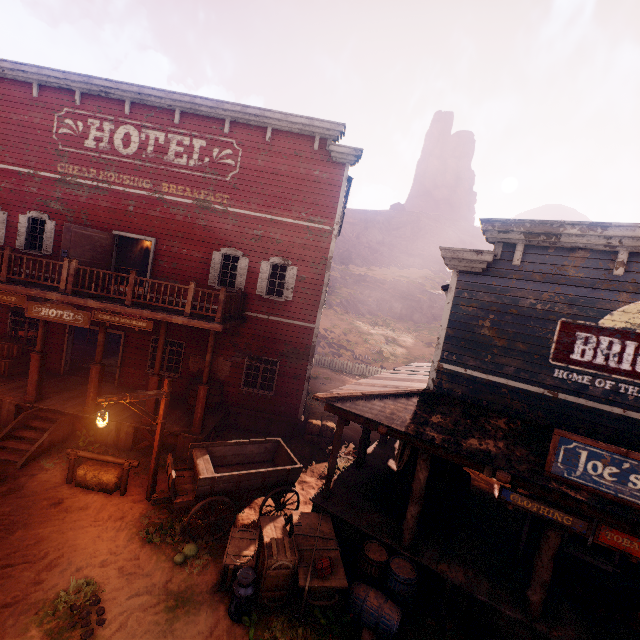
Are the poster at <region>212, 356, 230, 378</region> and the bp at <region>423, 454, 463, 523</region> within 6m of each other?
no

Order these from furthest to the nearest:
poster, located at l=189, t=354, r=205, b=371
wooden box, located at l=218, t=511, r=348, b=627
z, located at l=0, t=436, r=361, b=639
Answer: poster, located at l=189, t=354, r=205, b=371 < wooden box, located at l=218, t=511, r=348, b=627 < z, located at l=0, t=436, r=361, b=639

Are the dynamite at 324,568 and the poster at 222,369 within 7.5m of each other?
no

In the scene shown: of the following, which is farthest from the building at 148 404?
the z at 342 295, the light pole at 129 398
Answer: the z at 342 295

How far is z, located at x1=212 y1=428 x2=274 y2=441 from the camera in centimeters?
1216cm

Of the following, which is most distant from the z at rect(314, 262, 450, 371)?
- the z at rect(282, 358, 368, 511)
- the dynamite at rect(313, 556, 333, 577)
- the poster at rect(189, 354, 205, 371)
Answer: the dynamite at rect(313, 556, 333, 577)

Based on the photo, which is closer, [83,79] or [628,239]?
[628,239]

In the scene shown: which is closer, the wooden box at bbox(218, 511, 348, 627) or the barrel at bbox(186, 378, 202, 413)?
the wooden box at bbox(218, 511, 348, 627)
